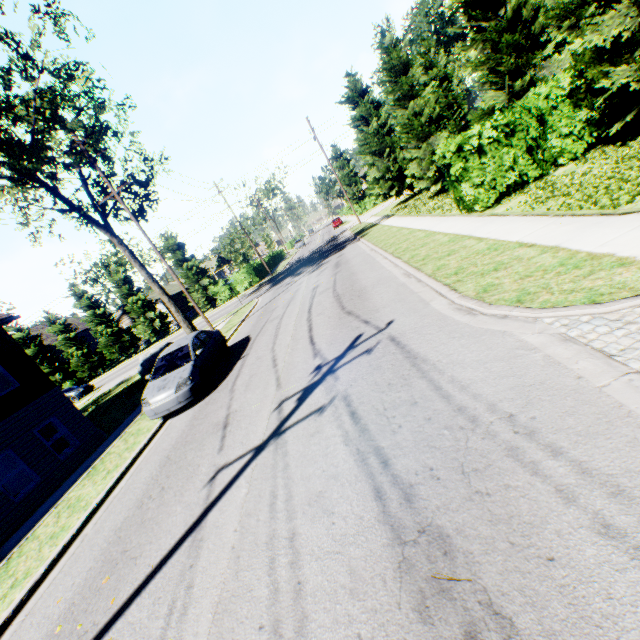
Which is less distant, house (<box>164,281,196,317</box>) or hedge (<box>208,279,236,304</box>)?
hedge (<box>208,279,236,304</box>)

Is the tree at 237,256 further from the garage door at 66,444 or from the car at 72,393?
the car at 72,393

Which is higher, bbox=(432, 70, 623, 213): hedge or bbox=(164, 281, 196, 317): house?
bbox=(164, 281, 196, 317): house

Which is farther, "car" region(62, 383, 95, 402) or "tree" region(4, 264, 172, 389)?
"tree" region(4, 264, 172, 389)

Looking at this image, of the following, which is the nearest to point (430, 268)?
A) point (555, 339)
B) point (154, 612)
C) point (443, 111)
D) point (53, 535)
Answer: point (555, 339)

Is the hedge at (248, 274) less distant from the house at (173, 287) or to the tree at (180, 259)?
the tree at (180, 259)

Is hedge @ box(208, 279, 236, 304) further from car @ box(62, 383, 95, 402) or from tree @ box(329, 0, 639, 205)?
tree @ box(329, 0, 639, 205)

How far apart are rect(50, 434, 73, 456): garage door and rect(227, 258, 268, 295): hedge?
25.4m
